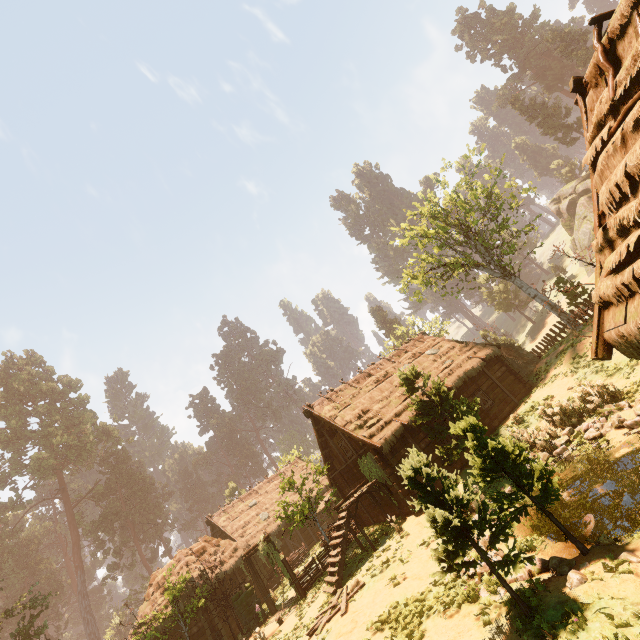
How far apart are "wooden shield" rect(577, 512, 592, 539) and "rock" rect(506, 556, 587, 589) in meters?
1.7 m

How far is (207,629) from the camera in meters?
19.9

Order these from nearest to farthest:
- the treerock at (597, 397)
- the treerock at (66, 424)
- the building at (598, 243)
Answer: the building at (598, 243) → the treerock at (597, 397) → the treerock at (66, 424)

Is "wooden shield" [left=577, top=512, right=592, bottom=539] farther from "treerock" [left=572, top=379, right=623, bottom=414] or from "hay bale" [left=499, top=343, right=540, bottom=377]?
"hay bale" [left=499, top=343, right=540, bottom=377]

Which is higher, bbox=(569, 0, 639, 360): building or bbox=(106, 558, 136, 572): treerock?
bbox=(106, 558, 136, 572): treerock

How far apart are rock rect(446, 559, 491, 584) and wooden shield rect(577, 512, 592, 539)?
1.92m

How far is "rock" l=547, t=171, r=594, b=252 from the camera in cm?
4341

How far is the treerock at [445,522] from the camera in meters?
6.7
